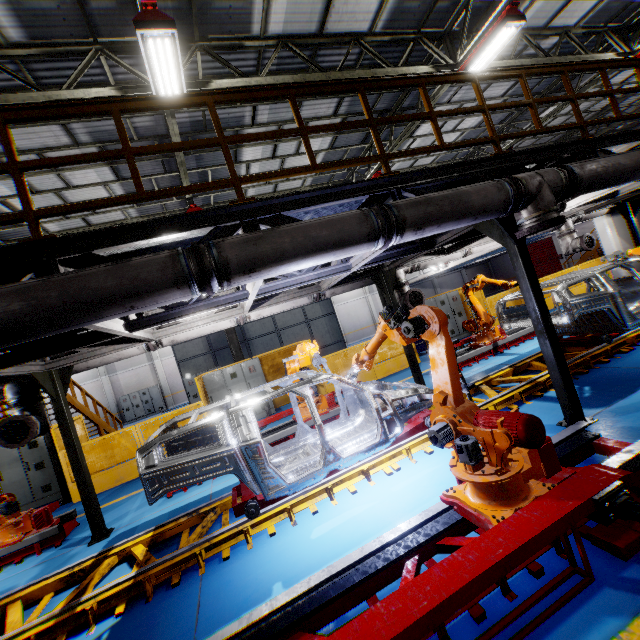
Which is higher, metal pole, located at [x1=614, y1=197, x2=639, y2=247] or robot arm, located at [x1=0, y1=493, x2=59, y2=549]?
metal pole, located at [x1=614, y1=197, x2=639, y2=247]

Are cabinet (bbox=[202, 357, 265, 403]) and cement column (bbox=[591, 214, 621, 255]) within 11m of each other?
no

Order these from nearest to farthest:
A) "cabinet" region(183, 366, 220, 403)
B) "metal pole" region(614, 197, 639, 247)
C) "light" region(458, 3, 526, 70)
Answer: "light" region(458, 3, 526, 70), "metal pole" region(614, 197, 639, 247), "cabinet" region(183, 366, 220, 403)

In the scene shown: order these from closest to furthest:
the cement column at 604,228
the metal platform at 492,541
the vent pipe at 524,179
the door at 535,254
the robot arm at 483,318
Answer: the metal platform at 492,541
the vent pipe at 524,179
the robot arm at 483,318
the cement column at 604,228
the door at 535,254

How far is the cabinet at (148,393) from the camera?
24.86m

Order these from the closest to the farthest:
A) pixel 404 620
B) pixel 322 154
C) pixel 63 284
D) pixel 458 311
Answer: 1. pixel 404 620
2. pixel 63 284
3. pixel 322 154
4. pixel 458 311

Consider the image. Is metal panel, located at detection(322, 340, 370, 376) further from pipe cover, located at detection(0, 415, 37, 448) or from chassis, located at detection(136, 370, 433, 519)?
chassis, located at detection(136, 370, 433, 519)

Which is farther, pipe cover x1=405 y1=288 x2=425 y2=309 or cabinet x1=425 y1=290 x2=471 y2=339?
cabinet x1=425 y1=290 x2=471 y2=339
